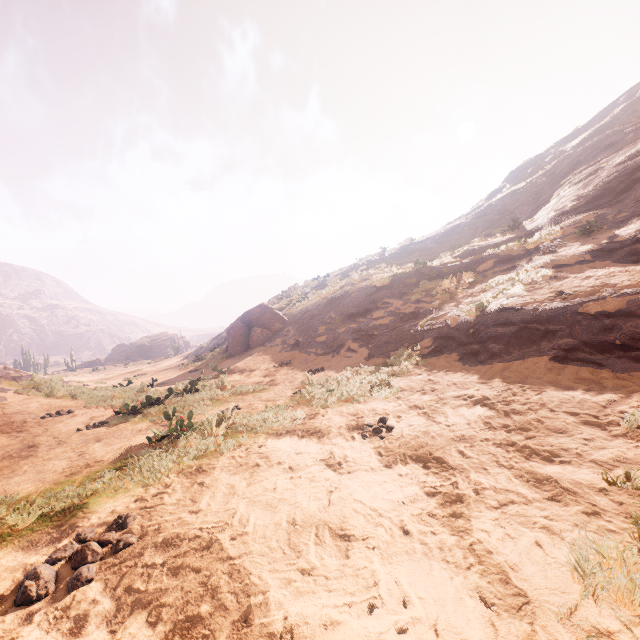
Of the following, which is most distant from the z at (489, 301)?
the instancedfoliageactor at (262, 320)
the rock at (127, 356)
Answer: the rock at (127, 356)

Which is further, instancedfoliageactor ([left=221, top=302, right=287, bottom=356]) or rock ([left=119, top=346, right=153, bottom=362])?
rock ([left=119, top=346, right=153, bottom=362])

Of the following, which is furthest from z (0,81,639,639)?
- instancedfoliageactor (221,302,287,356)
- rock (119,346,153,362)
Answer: rock (119,346,153,362)

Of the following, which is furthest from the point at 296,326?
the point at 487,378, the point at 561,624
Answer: the point at 561,624

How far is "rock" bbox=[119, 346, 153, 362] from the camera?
57.3 meters

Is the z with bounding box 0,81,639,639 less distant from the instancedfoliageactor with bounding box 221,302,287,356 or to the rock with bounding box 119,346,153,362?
the instancedfoliageactor with bounding box 221,302,287,356
